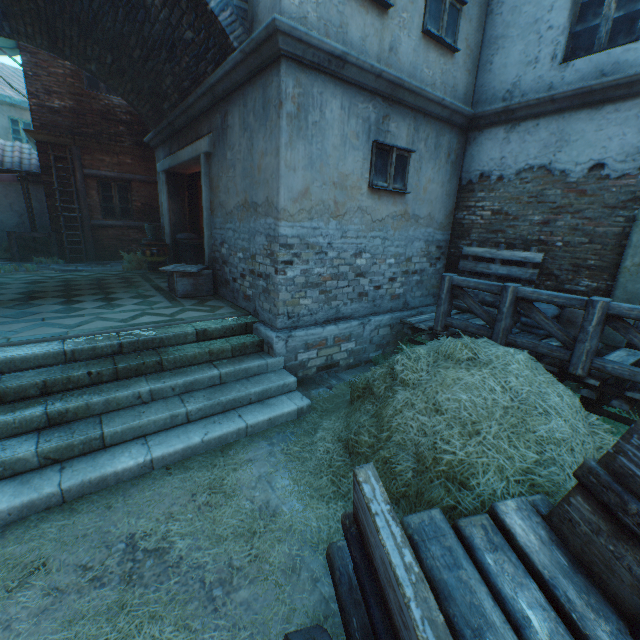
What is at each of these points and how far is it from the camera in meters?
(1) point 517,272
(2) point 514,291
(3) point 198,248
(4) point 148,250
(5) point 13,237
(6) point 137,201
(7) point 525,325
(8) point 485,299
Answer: (1) pallet, 6.2
(2) fence, 4.5
(3) wooden crate, 9.1
(4) ceramic pot, 9.4
(5) fence, 10.2
(6) building, 12.0
(7) burlap sack, 5.8
(8) pallet, 6.6

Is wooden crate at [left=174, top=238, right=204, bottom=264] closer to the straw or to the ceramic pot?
the ceramic pot

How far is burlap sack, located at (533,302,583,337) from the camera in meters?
5.4 m

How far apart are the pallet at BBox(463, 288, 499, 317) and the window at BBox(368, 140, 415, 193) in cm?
194

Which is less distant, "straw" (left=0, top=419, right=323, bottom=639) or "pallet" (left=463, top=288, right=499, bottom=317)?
"straw" (left=0, top=419, right=323, bottom=639)

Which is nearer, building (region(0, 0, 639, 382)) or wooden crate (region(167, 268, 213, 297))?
building (region(0, 0, 639, 382))

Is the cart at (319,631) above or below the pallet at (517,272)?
below

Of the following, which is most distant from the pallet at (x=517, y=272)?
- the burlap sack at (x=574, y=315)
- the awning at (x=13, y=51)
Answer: the awning at (x=13, y=51)
